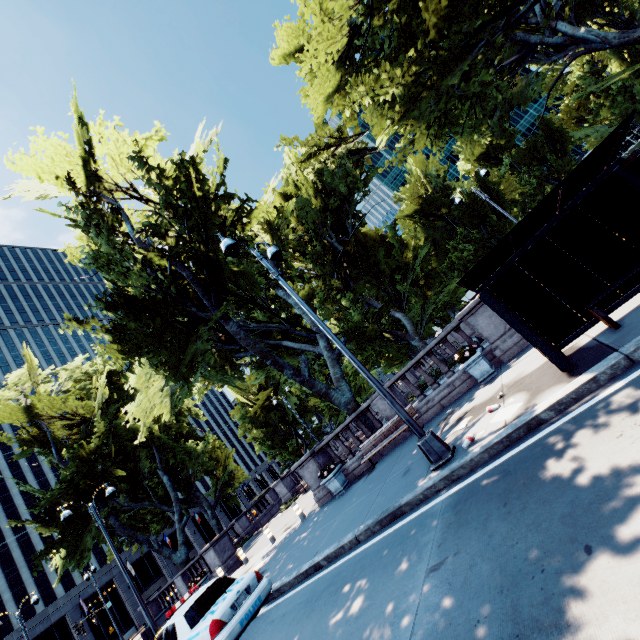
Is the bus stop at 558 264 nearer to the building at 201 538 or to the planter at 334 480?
the planter at 334 480

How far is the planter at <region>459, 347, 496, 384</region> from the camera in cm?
995

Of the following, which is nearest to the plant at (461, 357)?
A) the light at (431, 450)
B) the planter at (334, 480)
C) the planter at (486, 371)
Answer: the planter at (486, 371)

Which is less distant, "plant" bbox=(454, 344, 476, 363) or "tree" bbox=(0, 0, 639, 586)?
"plant" bbox=(454, 344, 476, 363)

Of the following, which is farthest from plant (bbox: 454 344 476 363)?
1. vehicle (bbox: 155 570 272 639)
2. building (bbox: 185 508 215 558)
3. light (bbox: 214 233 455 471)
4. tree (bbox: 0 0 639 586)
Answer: building (bbox: 185 508 215 558)

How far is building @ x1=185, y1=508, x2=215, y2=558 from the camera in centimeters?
5612cm

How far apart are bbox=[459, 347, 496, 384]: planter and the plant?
0.04m

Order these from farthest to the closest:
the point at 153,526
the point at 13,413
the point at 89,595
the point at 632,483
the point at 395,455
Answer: the point at 89,595 → the point at 153,526 → the point at 13,413 → the point at 395,455 → the point at 632,483
